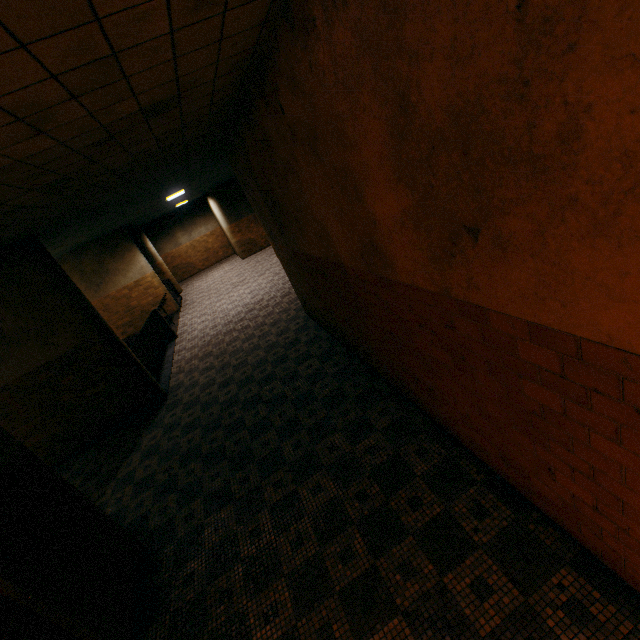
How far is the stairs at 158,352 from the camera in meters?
9.1 m

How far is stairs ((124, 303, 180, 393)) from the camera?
9.1m

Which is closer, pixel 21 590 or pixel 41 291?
pixel 21 590
